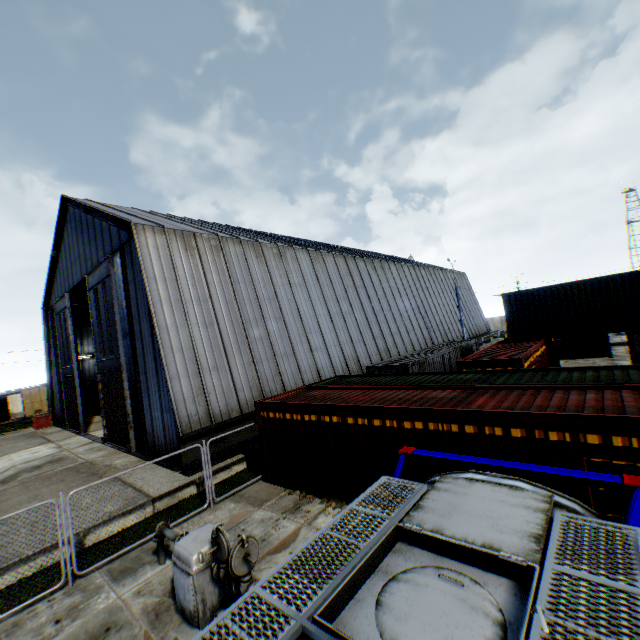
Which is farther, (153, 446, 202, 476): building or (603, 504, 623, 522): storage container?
(153, 446, 202, 476): building

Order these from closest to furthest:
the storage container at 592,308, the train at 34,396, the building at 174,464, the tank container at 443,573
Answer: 1. the tank container at 443,573
2. the storage container at 592,308
3. the building at 174,464
4. the train at 34,396

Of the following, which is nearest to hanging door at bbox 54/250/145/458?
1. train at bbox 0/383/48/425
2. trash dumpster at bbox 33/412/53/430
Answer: trash dumpster at bbox 33/412/53/430

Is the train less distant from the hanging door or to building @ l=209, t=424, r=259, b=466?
building @ l=209, t=424, r=259, b=466

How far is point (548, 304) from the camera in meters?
18.3

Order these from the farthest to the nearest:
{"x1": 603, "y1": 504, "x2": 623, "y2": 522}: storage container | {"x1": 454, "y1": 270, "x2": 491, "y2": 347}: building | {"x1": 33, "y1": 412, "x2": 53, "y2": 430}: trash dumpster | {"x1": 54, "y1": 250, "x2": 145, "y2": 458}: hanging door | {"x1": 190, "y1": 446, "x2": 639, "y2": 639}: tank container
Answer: {"x1": 454, "y1": 270, "x2": 491, "y2": 347}: building
{"x1": 33, "y1": 412, "x2": 53, "y2": 430}: trash dumpster
{"x1": 54, "y1": 250, "x2": 145, "y2": 458}: hanging door
{"x1": 603, "y1": 504, "x2": 623, "y2": 522}: storage container
{"x1": 190, "y1": 446, "x2": 639, "y2": 639}: tank container

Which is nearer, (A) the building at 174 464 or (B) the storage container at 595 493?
(B) the storage container at 595 493

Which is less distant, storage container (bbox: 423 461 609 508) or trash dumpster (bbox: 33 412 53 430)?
storage container (bbox: 423 461 609 508)
